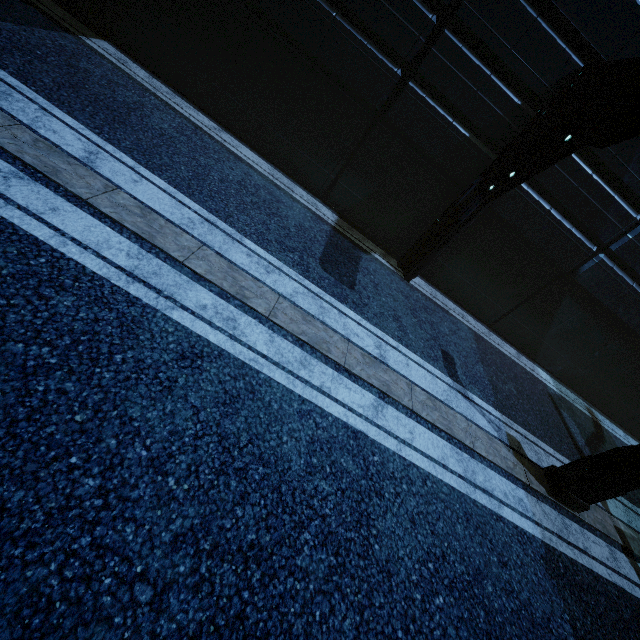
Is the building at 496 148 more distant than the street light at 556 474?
Yes

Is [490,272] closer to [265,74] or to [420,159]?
[420,159]

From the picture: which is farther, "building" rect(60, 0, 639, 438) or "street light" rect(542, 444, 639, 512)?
"building" rect(60, 0, 639, 438)
